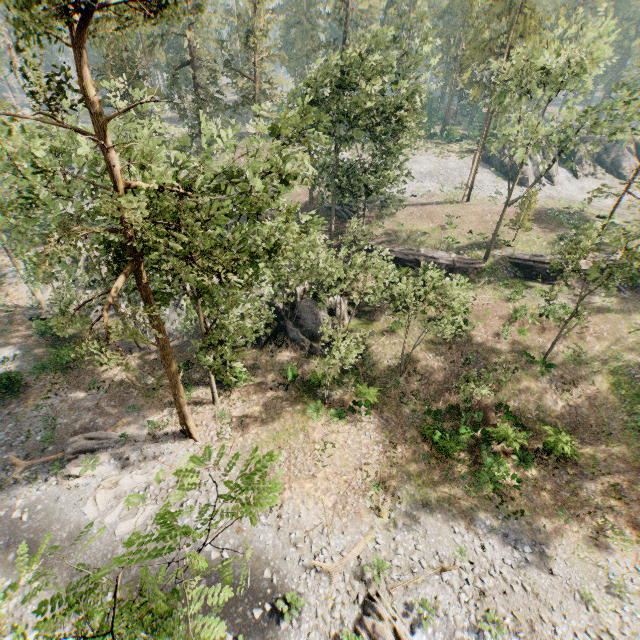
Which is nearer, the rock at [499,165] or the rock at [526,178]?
the rock at [526,178]

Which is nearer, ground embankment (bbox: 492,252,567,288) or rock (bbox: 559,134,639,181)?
ground embankment (bbox: 492,252,567,288)

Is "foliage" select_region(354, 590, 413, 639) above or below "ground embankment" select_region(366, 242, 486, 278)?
below

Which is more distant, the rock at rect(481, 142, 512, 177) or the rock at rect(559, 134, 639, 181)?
the rock at rect(559, 134, 639, 181)

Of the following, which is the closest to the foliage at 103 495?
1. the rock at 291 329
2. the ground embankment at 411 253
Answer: the ground embankment at 411 253

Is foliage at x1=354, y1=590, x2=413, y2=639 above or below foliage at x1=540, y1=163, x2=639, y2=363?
below

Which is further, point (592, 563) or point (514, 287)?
point (514, 287)

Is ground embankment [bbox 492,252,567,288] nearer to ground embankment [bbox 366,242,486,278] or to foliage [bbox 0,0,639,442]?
foliage [bbox 0,0,639,442]
